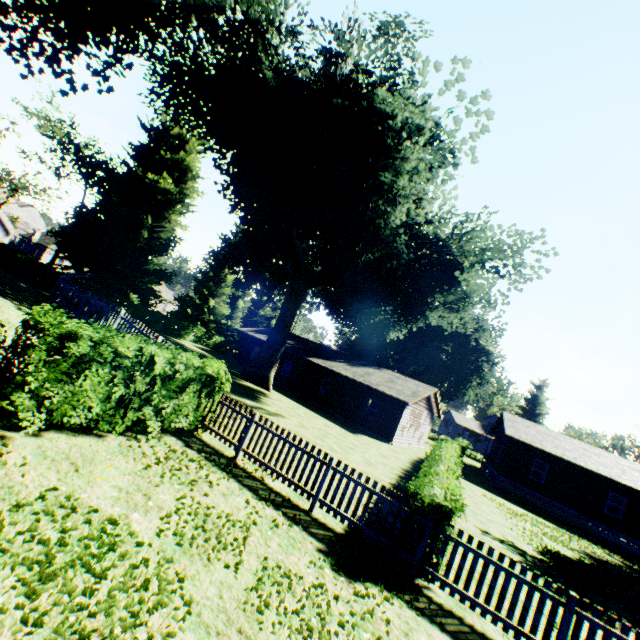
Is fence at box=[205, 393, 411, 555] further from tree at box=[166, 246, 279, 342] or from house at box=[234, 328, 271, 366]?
house at box=[234, 328, 271, 366]

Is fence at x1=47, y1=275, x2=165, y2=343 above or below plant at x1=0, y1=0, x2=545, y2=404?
below

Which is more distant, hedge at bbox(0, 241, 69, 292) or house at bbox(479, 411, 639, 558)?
hedge at bbox(0, 241, 69, 292)

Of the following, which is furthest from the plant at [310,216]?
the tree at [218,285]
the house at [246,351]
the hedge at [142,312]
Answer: the house at [246,351]

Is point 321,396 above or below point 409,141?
below

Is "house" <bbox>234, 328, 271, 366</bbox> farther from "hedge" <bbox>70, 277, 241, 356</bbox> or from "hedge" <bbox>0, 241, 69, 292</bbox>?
"hedge" <bbox>0, 241, 69, 292</bbox>

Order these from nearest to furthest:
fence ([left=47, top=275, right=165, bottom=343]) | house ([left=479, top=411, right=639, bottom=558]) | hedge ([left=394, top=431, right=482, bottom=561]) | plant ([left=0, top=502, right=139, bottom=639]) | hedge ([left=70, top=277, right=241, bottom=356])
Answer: plant ([left=0, top=502, right=139, bottom=639]) → hedge ([left=394, top=431, right=482, bottom=561]) → fence ([left=47, top=275, right=165, bottom=343]) → house ([left=479, top=411, right=639, bottom=558]) → hedge ([left=70, top=277, right=241, bottom=356])

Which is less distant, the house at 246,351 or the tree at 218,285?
the house at 246,351
